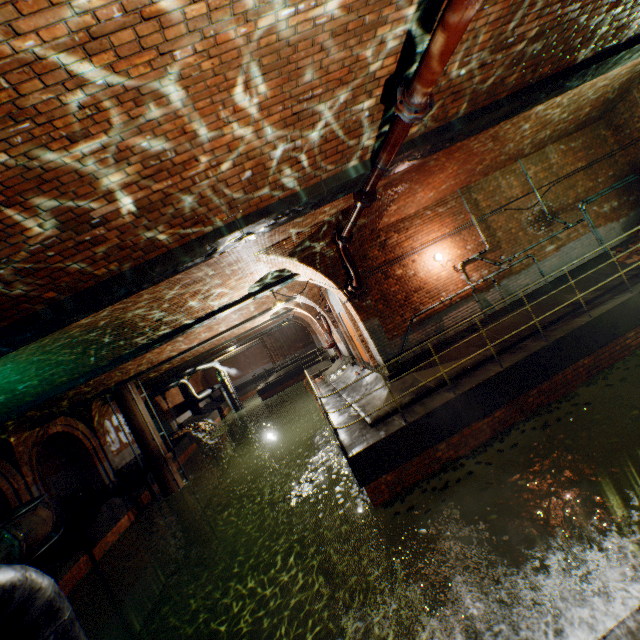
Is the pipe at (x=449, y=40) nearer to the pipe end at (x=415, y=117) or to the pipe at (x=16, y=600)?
the pipe end at (x=415, y=117)

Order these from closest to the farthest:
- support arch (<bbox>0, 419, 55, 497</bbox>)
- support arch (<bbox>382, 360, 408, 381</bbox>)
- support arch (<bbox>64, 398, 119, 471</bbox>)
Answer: support arch (<bbox>382, 360, 408, 381</bbox>)
support arch (<bbox>0, 419, 55, 497</bbox>)
support arch (<bbox>64, 398, 119, 471</bbox>)

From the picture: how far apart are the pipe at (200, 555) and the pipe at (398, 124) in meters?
17.3

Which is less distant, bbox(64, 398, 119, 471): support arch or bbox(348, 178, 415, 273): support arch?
bbox(348, 178, 415, 273): support arch

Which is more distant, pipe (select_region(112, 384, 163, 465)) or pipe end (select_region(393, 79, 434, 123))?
pipe (select_region(112, 384, 163, 465))

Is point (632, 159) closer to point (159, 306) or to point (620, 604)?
point (620, 604)

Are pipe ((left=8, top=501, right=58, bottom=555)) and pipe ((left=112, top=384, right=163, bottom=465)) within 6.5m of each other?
yes

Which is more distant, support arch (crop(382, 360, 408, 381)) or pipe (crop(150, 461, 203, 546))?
pipe (crop(150, 461, 203, 546))
